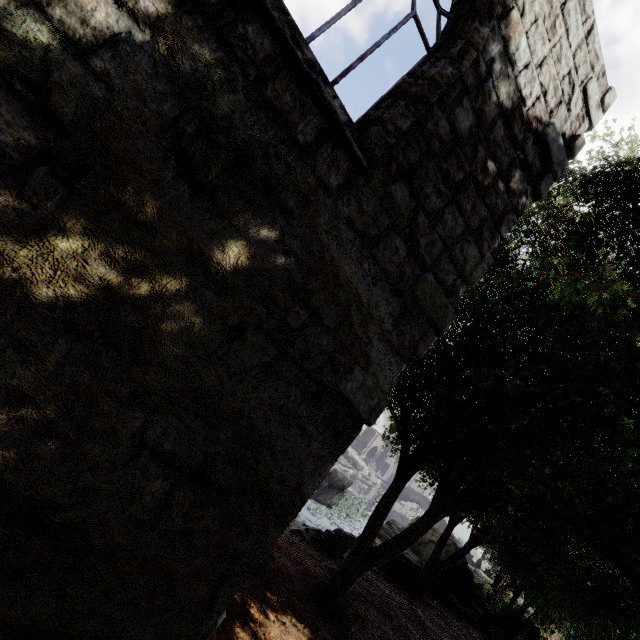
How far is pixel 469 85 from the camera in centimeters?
340cm
